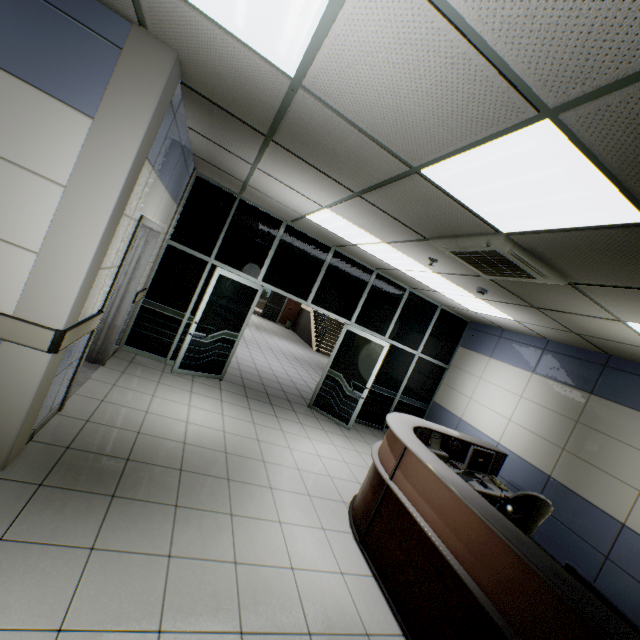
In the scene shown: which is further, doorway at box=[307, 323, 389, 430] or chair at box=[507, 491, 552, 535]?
doorway at box=[307, 323, 389, 430]

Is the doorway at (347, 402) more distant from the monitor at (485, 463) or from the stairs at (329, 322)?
the stairs at (329, 322)

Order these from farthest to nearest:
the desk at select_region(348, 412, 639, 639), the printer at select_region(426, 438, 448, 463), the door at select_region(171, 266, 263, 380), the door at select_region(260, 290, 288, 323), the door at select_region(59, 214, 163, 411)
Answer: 1. the door at select_region(260, 290, 288, 323)
2. the door at select_region(171, 266, 263, 380)
3. the printer at select_region(426, 438, 448, 463)
4. the door at select_region(59, 214, 163, 411)
5. the desk at select_region(348, 412, 639, 639)

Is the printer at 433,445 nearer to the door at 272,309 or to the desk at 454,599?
the desk at 454,599

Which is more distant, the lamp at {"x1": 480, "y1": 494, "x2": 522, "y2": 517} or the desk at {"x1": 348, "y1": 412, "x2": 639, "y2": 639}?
the lamp at {"x1": 480, "y1": 494, "x2": 522, "y2": 517}

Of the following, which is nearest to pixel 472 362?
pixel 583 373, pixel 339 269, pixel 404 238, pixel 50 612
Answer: pixel 583 373

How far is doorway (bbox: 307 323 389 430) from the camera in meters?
6.6

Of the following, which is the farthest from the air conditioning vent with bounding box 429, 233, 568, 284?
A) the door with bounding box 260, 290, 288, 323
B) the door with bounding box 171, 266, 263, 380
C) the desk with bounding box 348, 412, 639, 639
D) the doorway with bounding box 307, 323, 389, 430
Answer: the door with bounding box 260, 290, 288, 323
